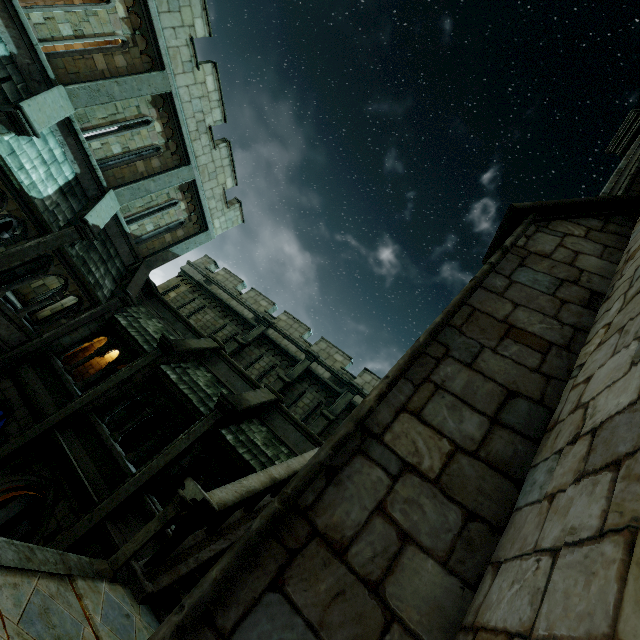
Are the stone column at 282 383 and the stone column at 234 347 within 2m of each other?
no

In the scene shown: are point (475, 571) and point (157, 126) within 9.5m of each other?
no

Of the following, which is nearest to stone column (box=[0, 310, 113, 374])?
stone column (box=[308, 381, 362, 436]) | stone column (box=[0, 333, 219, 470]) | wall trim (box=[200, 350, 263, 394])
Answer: wall trim (box=[200, 350, 263, 394])

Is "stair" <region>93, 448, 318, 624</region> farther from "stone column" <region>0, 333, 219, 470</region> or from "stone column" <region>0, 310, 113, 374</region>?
"stone column" <region>0, 310, 113, 374</region>

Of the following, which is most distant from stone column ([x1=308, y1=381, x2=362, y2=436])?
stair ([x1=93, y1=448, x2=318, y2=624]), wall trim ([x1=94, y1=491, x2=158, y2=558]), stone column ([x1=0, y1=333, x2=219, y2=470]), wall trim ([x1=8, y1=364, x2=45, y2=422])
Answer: wall trim ([x1=8, y1=364, x2=45, y2=422])

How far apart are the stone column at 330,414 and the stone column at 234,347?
5.53m

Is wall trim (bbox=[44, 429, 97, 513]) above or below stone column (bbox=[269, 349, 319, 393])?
below

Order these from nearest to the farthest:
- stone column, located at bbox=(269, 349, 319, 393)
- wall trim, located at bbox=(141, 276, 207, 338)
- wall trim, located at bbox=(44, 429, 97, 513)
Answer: wall trim, located at bbox=(44, 429, 97, 513) → wall trim, located at bbox=(141, 276, 207, 338) → stone column, located at bbox=(269, 349, 319, 393)
